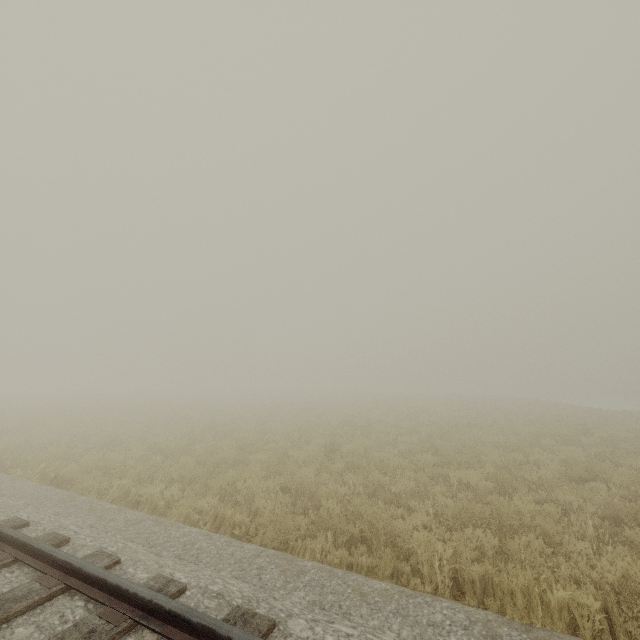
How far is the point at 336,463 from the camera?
8.8 meters
